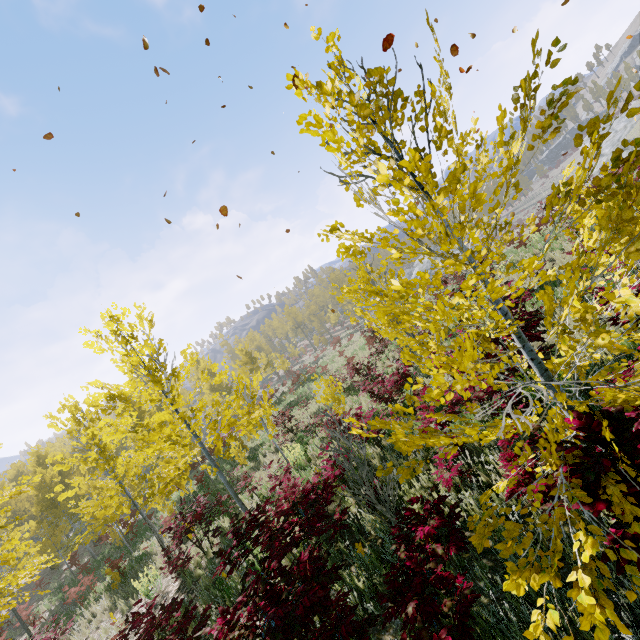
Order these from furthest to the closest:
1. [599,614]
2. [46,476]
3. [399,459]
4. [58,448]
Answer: [58,448], [46,476], [399,459], [599,614]

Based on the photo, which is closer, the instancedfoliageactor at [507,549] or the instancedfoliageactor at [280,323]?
the instancedfoliageactor at [507,549]

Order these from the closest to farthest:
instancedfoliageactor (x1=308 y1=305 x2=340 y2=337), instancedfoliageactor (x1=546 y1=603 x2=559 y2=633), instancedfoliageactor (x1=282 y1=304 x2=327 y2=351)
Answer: instancedfoliageactor (x1=546 y1=603 x2=559 y2=633), instancedfoliageactor (x1=282 y1=304 x2=327 y2=351), instancedfoliageactor (x1=308 y1=305 x2=340 y2=337)

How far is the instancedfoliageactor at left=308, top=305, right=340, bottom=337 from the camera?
50.92m

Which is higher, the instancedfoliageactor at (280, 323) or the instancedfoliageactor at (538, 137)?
the instancedfoliageactor at (280, 323)

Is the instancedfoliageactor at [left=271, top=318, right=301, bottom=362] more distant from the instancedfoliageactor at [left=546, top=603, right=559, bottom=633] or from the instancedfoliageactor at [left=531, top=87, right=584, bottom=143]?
the instancedfoliageactor at [left=531, top=87, right=584, bottom=143]

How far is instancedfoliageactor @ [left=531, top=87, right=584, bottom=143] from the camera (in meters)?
1.69
